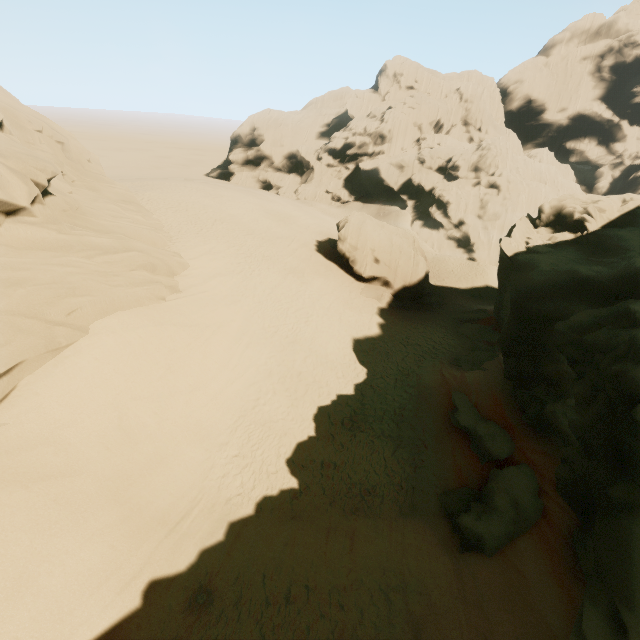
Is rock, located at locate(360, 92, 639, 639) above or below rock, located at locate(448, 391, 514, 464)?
above

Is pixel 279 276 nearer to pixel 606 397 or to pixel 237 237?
pixel 237 237

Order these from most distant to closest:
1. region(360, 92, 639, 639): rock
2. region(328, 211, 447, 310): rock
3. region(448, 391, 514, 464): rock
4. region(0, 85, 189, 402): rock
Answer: region(328, 211, 447, 310): rock
region(448, 391, 514, 464): rock
region(0, 85, 189, 402): rock
region(360, 92, 639, 639): rock

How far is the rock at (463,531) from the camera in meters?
10.2

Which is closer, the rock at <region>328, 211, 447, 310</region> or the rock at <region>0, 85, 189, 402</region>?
the rock at <region>0, 85, 189, 402</region>

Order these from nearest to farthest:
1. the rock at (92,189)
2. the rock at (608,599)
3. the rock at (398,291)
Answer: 1. the rock at (608,599)
2. the rock at (92,189)
3. the rock at (398,291)

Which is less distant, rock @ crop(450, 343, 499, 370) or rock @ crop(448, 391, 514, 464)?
rock @ crop(448, 391, 514, 464)
